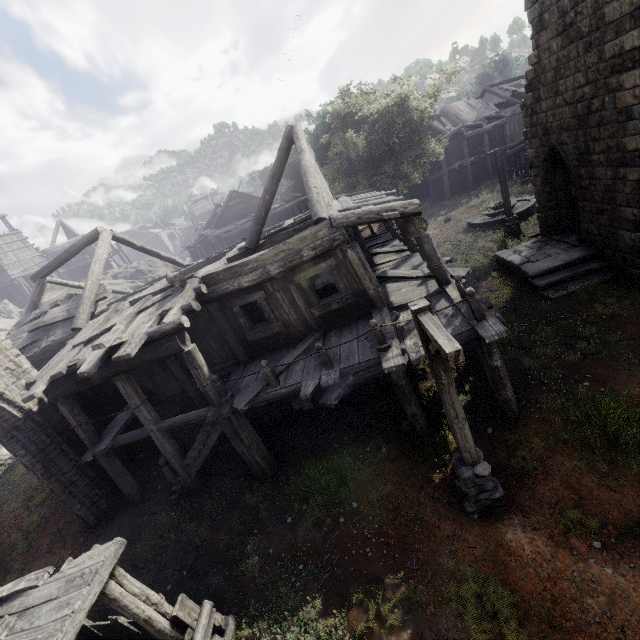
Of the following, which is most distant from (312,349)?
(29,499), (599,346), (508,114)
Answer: (508,114)

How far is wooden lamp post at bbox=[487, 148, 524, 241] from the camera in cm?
1650

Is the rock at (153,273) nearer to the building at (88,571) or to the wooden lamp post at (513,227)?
the building at (88,571)

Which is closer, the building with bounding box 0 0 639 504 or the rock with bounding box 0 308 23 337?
the building with bounding box 0 0 639 504

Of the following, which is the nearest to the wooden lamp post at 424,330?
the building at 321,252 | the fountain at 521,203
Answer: the building at 321,252

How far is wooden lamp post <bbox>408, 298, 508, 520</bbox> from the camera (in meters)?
4.22

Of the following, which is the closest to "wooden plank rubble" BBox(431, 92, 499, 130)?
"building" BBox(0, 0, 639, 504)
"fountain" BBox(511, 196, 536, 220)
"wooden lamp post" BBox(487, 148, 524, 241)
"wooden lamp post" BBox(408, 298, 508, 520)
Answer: "building" BBox(0, 0, 639, 504)

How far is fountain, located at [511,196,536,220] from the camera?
19.8 meters
